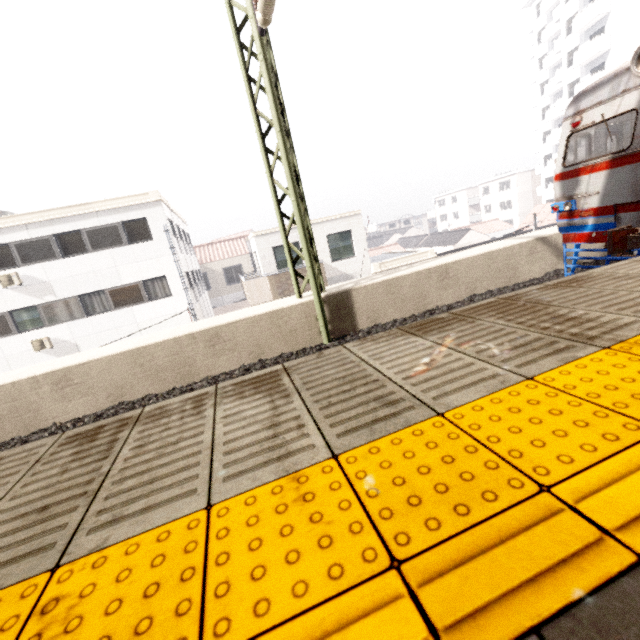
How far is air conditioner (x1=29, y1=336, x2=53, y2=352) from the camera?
15.6 meters

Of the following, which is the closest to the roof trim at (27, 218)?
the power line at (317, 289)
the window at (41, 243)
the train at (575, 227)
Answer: the window at (41, 243)

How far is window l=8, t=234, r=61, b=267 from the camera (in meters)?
14.96

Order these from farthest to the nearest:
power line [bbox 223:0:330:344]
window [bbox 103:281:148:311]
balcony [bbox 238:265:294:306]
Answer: window [bbox 103:281:148:311] → balcony [bbox 238:265:294:306] → power line [bbox 223:0:330:344]

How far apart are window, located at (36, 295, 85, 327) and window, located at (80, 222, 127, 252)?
2.1m

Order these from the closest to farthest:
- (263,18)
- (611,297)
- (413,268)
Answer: (611,297), (263,18), (413,268)

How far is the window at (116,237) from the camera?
15.6m

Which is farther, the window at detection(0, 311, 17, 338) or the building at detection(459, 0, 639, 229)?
the building at detection(459, 0, 639, 229)
